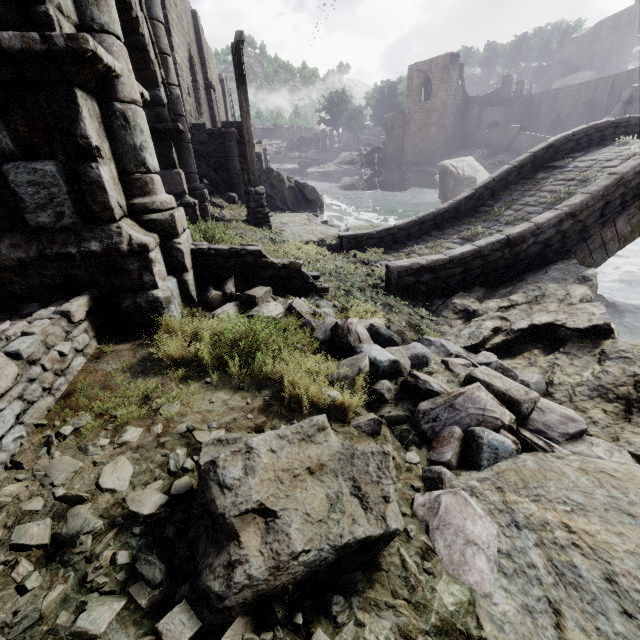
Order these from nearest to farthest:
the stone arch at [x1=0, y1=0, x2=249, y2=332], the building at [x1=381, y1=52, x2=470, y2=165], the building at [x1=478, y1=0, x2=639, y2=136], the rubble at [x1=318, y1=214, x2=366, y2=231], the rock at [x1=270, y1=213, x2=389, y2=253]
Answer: the stone arch at [x1=0, y1=0, x2=249, y2=332]
the rock at [x1=270, y1=213, x2=389, y2=253]
the rubble at [x1=318, y1=214, x2=366, y2=231]
the building at [x1=478, y1=0, x2=639, y2=136]
the building at [x1=381, y1=52, x2=470, y2=165]

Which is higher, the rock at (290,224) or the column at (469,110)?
the column at (469,110)

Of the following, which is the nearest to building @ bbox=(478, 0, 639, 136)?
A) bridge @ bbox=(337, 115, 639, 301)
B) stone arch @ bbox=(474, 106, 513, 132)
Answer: stone arch @ bbox=(474, 106, 513, 132)

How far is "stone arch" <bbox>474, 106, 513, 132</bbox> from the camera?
40.7 meters

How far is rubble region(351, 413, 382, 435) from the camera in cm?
297

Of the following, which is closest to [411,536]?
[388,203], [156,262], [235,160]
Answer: [156,262]

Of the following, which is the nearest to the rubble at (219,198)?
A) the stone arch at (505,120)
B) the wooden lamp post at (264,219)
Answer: the wooden lamp post at (264,219)

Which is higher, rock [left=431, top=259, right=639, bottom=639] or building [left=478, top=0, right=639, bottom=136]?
building [left=478, top=0, right=639, bottom=136]
